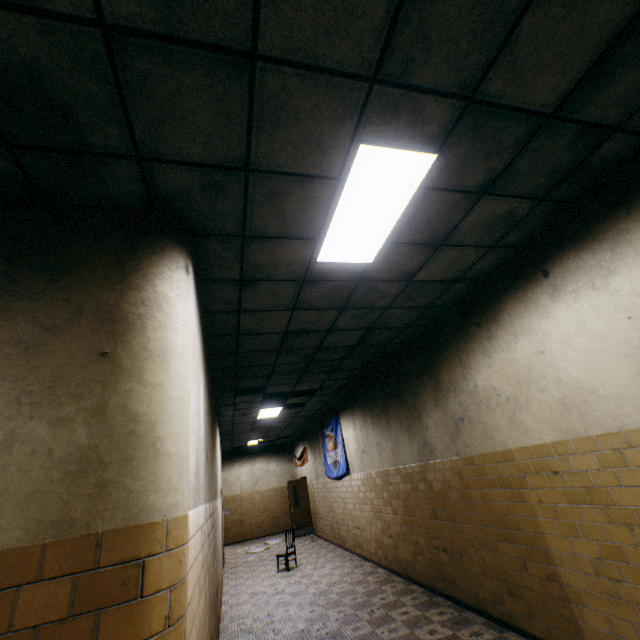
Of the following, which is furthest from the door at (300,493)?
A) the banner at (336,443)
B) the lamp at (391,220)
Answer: the lamp at (391,220)

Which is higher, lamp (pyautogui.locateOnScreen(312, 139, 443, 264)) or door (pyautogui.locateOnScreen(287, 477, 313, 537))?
lamp (pyautogui.locateOnScreen(312, 139, 443, 264))

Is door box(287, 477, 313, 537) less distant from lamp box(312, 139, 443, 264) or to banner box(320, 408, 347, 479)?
banner box(320, 408, 347, 479)

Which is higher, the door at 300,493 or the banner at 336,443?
the banner at 336,443

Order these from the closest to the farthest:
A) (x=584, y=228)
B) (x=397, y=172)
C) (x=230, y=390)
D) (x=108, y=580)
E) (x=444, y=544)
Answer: (x=108, y=580) < (x=397, y=172) < (x=584, y=228) < (x=444, y=544) < (x=230, y=390)

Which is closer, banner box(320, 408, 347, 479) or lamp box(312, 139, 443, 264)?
lamp box(312, 139, 443, 264)

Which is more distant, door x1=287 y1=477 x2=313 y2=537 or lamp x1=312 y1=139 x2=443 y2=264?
door x1=287 y1=477 x2=313 y2=537

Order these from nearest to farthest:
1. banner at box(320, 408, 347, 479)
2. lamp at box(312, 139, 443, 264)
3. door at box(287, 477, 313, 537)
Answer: lamp at box(312, 139, 443, 264), banner at box(320, 408, 347, 479), door at box(287, 477, 313, 537)
